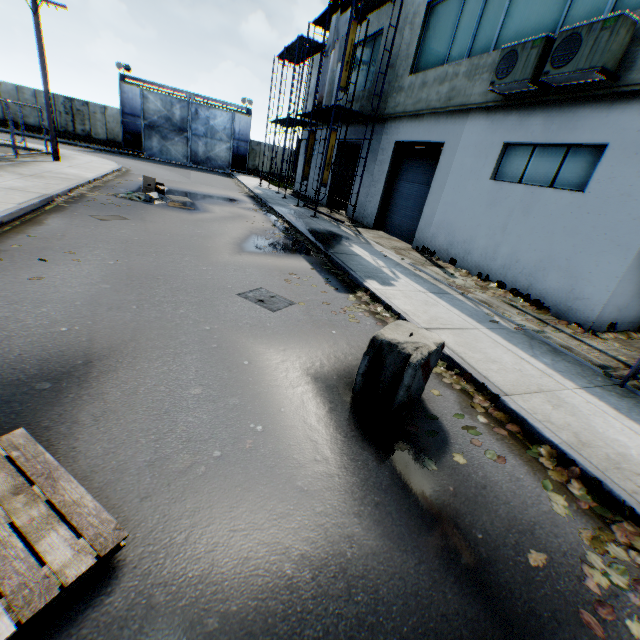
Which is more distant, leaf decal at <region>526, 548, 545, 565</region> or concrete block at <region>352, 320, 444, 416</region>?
concrete block at <region>352, 320, 444, 416</region>

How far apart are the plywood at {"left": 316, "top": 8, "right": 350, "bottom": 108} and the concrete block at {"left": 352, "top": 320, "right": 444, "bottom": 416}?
13.45m

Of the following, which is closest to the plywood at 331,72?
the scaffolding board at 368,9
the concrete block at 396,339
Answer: the scaffolding board at 368,9

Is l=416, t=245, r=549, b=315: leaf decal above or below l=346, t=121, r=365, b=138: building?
below

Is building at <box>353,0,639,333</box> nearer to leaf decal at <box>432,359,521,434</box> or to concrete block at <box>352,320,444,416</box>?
leaf decal at <box>432,359,521,434</box>

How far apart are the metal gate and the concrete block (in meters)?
35.41

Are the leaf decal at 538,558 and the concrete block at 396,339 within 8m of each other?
yes

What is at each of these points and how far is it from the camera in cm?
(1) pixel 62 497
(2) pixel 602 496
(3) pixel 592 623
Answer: (1) wooden pallet, 212
(2) leaf decal, 318
(3) leaf decal, 220
